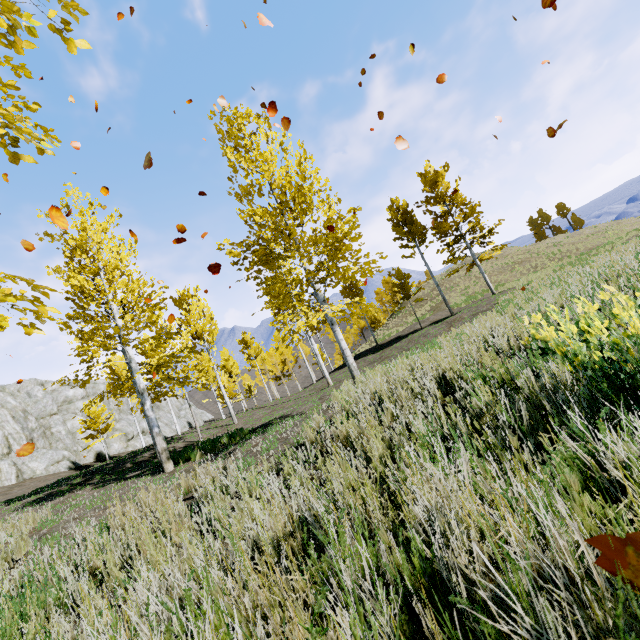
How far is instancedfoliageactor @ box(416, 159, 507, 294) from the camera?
20.91m

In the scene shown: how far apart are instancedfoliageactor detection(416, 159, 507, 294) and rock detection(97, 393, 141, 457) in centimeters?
3938cm

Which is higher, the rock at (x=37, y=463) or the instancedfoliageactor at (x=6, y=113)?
the rock at (x=37, y=463)

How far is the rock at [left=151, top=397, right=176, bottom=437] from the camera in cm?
4480

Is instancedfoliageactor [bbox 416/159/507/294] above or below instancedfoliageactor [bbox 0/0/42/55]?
above

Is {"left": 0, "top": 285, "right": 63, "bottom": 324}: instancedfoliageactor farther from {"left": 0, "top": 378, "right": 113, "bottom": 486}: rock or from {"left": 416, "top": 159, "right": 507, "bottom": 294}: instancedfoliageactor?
{"left": 0, "top": 378, "right": 113, "bottom": 486}: rock

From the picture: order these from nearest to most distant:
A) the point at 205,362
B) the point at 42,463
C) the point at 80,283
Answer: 1. the point at 80,283
2. the point at 42,463
3. the point at 205,362

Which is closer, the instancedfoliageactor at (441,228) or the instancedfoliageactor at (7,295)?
the instancedfoliageactor at (7,295)
